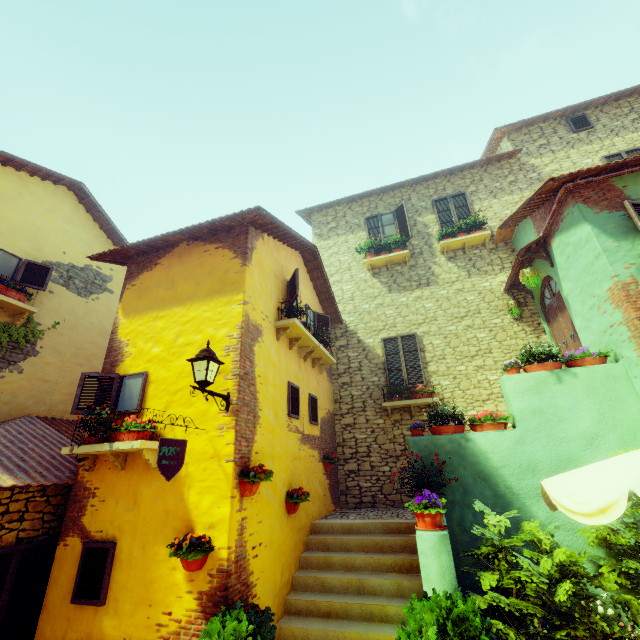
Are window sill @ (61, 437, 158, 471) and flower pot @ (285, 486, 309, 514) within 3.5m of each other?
yes

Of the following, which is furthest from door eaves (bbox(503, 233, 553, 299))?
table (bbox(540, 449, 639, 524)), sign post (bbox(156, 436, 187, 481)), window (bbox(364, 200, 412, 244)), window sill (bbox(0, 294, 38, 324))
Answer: window sill (bbox(0, 294, 38, 324))

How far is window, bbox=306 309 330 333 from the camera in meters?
9.1

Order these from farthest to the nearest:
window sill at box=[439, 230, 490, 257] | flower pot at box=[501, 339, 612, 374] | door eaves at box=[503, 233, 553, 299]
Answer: window sill at box=[439, 230, 490, 257]
door eaves at box=[503, 233, 553, 299]
flower pot at box=[501, 339, 612, 374]

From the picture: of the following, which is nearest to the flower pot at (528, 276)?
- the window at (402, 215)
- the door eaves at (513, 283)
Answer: the door eaves at (513, 283)

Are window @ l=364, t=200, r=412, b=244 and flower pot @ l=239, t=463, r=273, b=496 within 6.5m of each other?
no

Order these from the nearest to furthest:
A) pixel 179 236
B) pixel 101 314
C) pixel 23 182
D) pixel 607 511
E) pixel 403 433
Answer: pixel 607 511 < pixel 179 236 < pixel 23 182 < pixel 403 433 < pixel 101 314

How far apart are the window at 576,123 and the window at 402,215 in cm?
602
